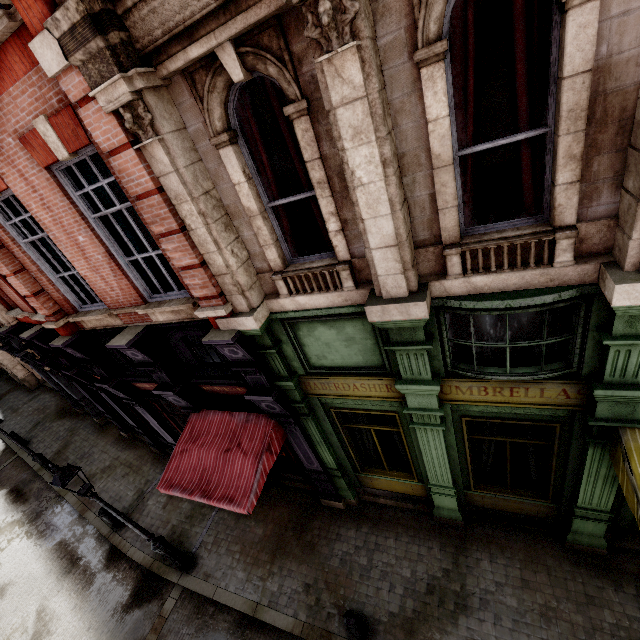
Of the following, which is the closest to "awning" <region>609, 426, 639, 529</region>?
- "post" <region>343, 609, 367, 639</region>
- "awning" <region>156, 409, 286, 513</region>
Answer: "post" <region>343, 609, 367, 639</region>

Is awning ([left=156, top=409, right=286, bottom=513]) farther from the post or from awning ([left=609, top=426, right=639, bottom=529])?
awning ([left=609, top=426, right=639, bottom=529])

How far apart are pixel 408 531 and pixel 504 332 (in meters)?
6.28

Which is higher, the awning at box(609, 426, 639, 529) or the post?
the awning at box(609, 426, 639, 529)

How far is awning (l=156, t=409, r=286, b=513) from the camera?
6.28m

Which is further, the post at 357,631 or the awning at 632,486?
the post at 357,631

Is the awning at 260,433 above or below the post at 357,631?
above
